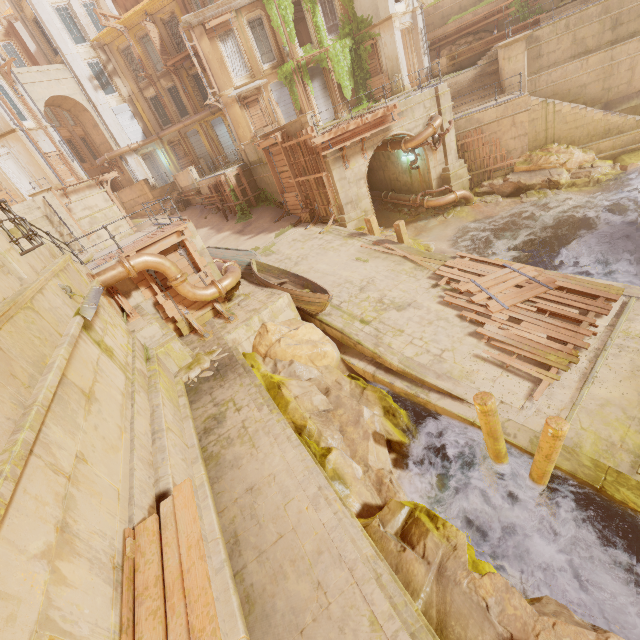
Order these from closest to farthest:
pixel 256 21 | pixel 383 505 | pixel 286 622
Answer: pixel 286 622 → pixel 383 505 → pixel 256 21

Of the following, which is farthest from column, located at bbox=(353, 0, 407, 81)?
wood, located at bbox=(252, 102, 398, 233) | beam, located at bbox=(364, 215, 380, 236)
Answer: beam, located at bbox=(364, 215, 380, 236)

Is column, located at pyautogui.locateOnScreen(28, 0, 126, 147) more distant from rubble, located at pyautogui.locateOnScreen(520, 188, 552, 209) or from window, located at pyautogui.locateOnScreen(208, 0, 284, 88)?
rubble, located at pyautogui.locateOnScreen(520, 188, 552, 209)

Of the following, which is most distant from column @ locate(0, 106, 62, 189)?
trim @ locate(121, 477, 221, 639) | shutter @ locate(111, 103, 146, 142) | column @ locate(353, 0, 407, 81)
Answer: trim @ locate(121, 477, 221, 639)

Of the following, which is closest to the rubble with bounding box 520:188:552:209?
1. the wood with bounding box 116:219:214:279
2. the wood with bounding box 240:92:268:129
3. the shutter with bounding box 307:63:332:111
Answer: the shutter with bounding box 307:63:332:111

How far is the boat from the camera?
11.8 meters

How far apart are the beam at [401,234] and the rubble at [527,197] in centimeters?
739cm

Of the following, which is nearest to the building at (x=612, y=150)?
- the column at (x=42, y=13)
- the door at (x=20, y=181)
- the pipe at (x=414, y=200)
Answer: the pipe at (x=414, y=200)
